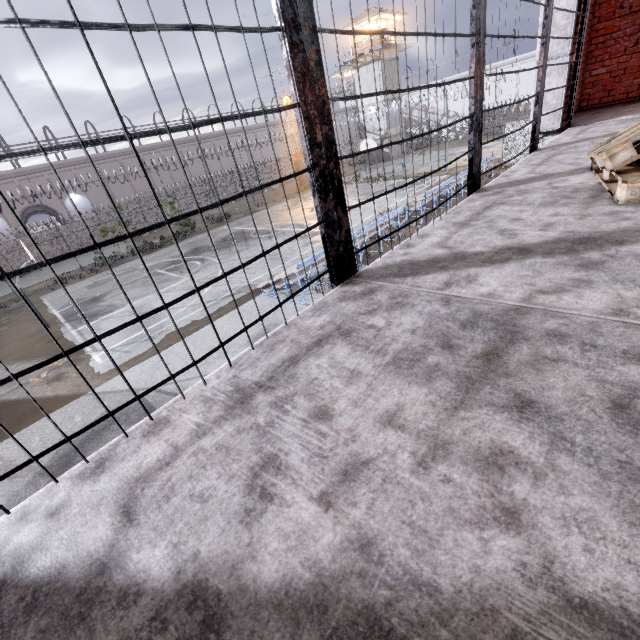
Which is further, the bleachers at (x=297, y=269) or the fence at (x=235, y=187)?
the fence at (x=235, y=187)

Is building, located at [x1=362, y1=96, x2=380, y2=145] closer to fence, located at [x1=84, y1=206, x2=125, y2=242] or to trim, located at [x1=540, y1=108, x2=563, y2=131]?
fence, located at [x1=84, y1=206, x2=125, y2=242]

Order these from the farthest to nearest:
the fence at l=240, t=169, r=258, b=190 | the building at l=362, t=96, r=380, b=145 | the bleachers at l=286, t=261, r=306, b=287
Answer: the building at l=362, t=96, r=380, b=145
the fence at l=240, t=169, r=258, b=190
the bleachers at l=286, t=261, r=306, b=287

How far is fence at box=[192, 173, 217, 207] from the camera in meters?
36.8 m

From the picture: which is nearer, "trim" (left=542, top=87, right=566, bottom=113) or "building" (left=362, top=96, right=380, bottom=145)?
"trim" (left=542, top=87, right=566, bottom=113)

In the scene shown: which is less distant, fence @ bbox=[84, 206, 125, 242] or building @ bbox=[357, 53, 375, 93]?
fence @ bbox=[84, 206, 125, 242]

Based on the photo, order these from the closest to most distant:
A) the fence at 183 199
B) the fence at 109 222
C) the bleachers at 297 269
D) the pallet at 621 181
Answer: the pallet at 621 181 → the bleachers at 297 269 → the fence at 109 222 → the fence at 183 199

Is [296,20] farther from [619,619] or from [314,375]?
[619,619]
